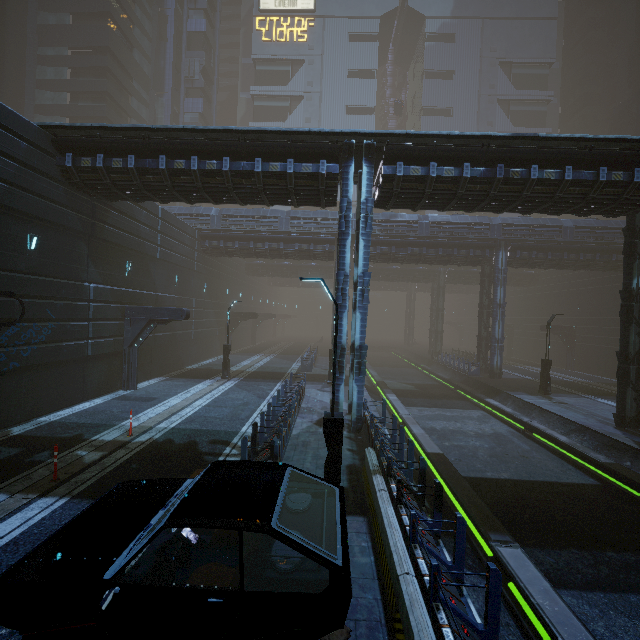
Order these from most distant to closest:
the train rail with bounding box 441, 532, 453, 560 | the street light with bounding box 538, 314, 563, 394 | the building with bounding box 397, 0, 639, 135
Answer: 1. the building with bounding box 397, 0, 639, 135
2. the street light with bounding box 538, 314, 563, 394
3. the train rail with bounding box 441, 532, 453, 560

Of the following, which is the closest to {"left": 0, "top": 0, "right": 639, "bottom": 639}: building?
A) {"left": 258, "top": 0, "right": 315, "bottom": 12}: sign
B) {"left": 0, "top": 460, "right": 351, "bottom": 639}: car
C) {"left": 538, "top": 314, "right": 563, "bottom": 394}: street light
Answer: {"left": 258, "top": 0, "right": 315, "bottom": 12}: sign

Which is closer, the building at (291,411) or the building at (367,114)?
the building at (291,411)

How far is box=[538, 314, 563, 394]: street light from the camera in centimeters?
2205cm

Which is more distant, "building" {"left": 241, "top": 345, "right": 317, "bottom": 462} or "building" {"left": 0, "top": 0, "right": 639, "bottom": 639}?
"building" {"left": 0, "top": 0, "right": 639, "bottom": 639}

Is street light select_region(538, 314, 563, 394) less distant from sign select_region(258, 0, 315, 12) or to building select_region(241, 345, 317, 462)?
building select_region(241, 345, 317, 462)

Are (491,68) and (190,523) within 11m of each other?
no

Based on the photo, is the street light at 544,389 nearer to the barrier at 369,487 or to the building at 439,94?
the building at 439,94
